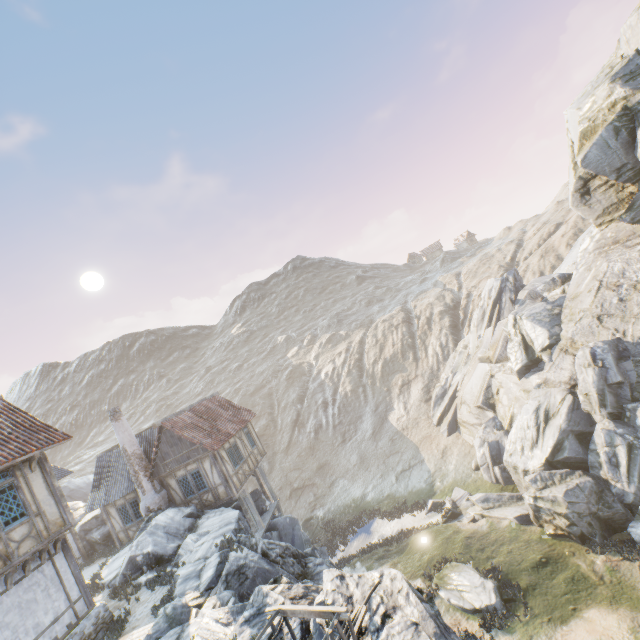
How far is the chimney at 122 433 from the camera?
18.91m

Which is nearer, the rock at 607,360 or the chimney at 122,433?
the rock at 607,360

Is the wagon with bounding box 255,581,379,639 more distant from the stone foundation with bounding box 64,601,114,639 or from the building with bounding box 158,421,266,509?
the building with bounding box 158,421,266,509

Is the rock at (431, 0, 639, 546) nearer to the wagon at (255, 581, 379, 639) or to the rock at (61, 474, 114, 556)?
the wagon at (255, 581, 379, 639)

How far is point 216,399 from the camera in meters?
25.8 m

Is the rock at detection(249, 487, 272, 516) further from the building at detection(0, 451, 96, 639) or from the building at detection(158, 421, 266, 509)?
the building at detection(0, 451, 96, 639)

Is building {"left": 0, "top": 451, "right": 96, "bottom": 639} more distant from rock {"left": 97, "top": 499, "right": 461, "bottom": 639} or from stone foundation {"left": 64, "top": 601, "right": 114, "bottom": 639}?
rock {"left": 97, "top": 499, "right": 461, "bottom": 639}

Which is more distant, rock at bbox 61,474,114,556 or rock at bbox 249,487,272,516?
rock at bbox 249,487,272,516
